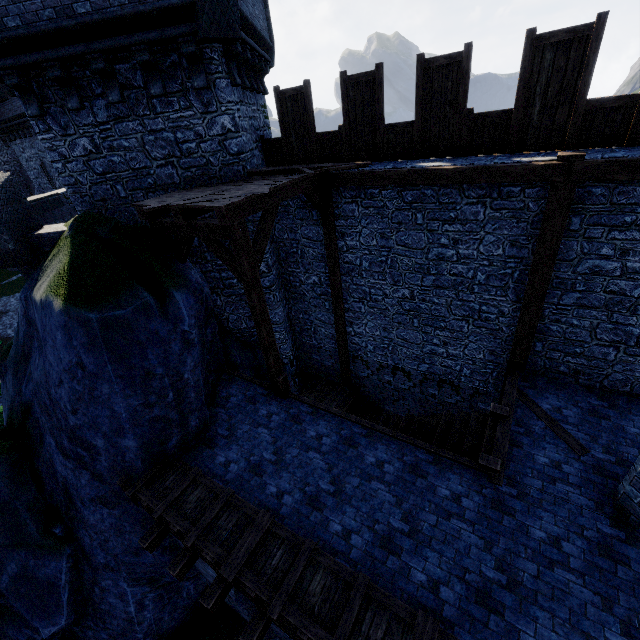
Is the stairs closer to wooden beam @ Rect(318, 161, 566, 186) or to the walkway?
the walkway

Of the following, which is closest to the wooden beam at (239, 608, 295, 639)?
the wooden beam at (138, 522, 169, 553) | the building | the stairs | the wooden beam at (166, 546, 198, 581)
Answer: the wooden beam at (166, 546, 198, 581)

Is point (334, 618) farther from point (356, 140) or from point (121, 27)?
point (121, 27)

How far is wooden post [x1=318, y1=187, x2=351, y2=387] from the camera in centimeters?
874cm

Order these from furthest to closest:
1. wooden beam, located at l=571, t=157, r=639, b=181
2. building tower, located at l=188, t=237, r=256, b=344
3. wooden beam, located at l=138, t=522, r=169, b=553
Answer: building tower, located at l=188, t=237, r=256, b=344 → wooden beam, located at l=138, t=522, r=169, b=553 → wooden beam, located at l=571, t=157, r=639, b=181

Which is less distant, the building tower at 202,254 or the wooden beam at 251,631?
the wooden beam at 251,631

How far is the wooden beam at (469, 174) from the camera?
5.9 meters

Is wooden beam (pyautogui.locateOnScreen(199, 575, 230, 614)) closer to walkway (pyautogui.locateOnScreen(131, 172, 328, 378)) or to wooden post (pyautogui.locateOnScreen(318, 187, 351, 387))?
walkway (pyautogui.locateOnScreen(131, 172, 328, 378))
